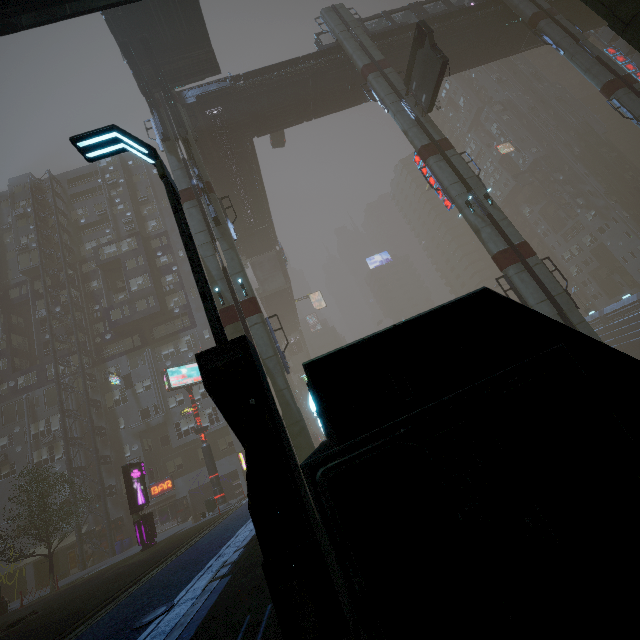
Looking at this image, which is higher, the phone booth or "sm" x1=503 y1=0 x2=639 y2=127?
"sm" x1=503 y1=0 x2=639 y2=127

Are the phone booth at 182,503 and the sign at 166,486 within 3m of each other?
yes

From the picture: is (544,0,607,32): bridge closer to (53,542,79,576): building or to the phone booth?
(53,542,79,576): building

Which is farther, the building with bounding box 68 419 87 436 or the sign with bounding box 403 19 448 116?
the building with bounding box 68 419 87 436

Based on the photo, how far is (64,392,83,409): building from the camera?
34.6 meters

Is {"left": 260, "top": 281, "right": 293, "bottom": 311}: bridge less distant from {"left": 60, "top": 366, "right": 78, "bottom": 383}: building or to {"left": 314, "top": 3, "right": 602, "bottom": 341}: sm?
{"left": 60, "top": 366, "right": 78, "bottom": 383}: building

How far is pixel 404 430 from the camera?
1.2 meters

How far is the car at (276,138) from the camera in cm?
3753
